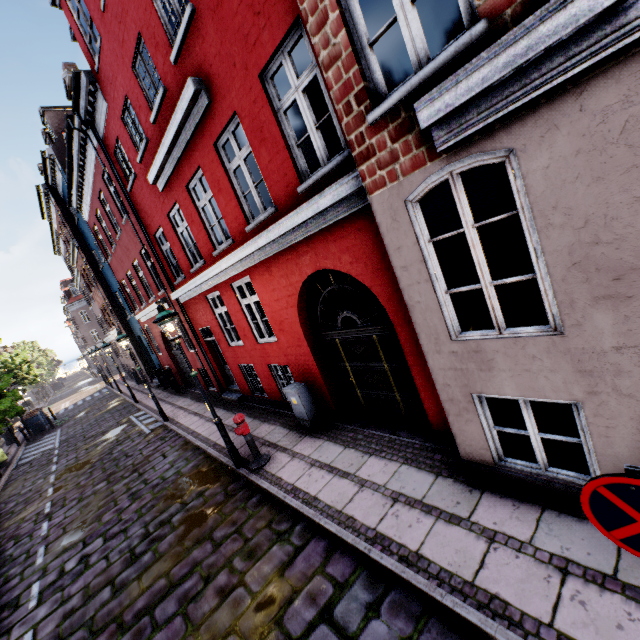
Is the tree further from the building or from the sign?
the sign

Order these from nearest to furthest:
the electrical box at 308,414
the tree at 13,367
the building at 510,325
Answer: the building at 510,325, the electrical box at 308,414, the tree at 13,367

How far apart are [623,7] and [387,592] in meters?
5.3 m

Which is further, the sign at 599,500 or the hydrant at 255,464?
the hydrant at 255,464

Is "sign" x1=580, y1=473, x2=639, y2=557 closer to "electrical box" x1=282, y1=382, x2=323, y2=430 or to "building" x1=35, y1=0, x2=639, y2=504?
"building" x1=35, y1=0, x2=639, y2=504

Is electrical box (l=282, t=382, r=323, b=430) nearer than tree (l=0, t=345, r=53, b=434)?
Yes

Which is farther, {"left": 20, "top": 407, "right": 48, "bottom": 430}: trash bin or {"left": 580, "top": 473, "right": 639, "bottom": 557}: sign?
{"left": 20, "top": 407, "right": 48, "bottom": 430}: trash bin

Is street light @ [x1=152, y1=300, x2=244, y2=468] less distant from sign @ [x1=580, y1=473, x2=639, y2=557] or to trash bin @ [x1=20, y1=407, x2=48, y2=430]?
trash bin @ [x1=20, y1=407, x2=48, y2=430]
